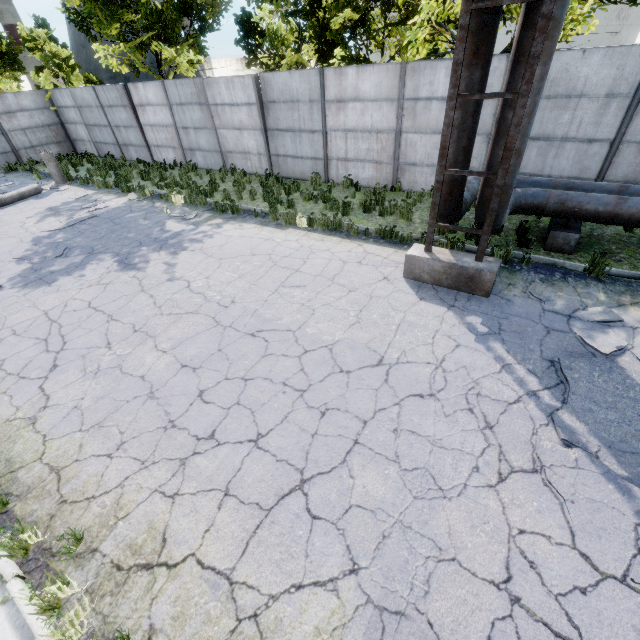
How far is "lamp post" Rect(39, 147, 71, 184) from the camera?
15.0m

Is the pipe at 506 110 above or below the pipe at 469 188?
above

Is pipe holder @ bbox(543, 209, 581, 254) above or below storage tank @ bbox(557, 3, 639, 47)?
below

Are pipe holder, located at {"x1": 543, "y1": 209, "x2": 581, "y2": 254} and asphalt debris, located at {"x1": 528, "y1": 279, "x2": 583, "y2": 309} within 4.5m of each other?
yes

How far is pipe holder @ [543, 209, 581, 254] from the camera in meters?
7.2

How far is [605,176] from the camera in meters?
8.6

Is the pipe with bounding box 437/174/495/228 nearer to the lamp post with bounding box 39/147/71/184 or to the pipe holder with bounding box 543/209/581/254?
the pipe holder with bounding box 543/209/581/254

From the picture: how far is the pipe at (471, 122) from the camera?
5.4m
